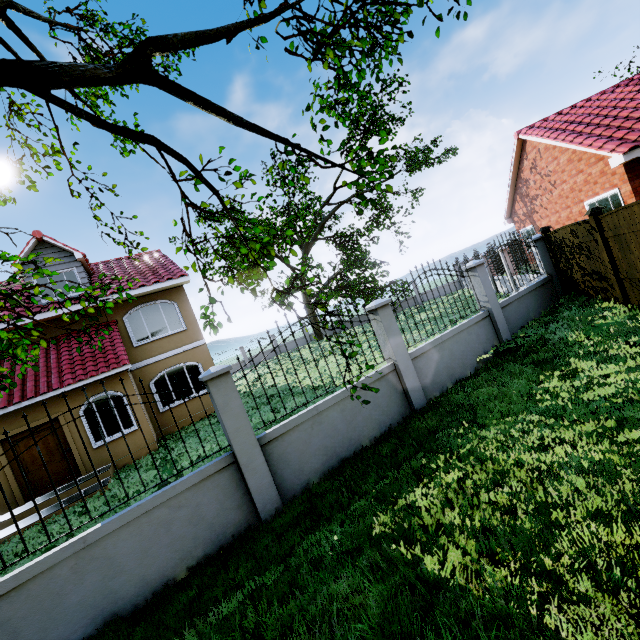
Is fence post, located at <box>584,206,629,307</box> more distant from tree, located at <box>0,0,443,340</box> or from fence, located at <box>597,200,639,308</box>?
tree, located at <box>0,0,443,340</box>

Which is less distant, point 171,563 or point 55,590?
point 55,590

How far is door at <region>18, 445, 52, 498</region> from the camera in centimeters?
996cm

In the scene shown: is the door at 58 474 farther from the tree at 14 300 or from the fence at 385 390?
the fence at 385 390

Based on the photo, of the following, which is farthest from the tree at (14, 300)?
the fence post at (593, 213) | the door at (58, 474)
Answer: the fence post at (593, 213)

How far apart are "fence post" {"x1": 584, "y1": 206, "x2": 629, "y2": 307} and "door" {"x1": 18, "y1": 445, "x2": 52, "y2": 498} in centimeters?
1624cm

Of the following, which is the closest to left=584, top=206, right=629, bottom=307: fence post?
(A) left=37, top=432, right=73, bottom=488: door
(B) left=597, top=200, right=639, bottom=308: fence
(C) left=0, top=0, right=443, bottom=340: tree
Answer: (B) left=597, top=200, right=639, bottom=308: fence

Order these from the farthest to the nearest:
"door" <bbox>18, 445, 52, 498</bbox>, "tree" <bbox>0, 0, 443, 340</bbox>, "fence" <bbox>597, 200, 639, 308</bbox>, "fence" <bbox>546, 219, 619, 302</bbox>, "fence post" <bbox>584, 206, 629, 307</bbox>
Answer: "door" <bbox>18, 445, 52, 498</bbox>, "fence" <bbox>546, 219, 619, 302</bbox>, "fence post" <bbox>584, 206, 629, 307</bbox>, "fence" <bbox>597, 200, 639, 308</bbox>, "tree" <bbox>0, 0, 443, 340</bbox>
